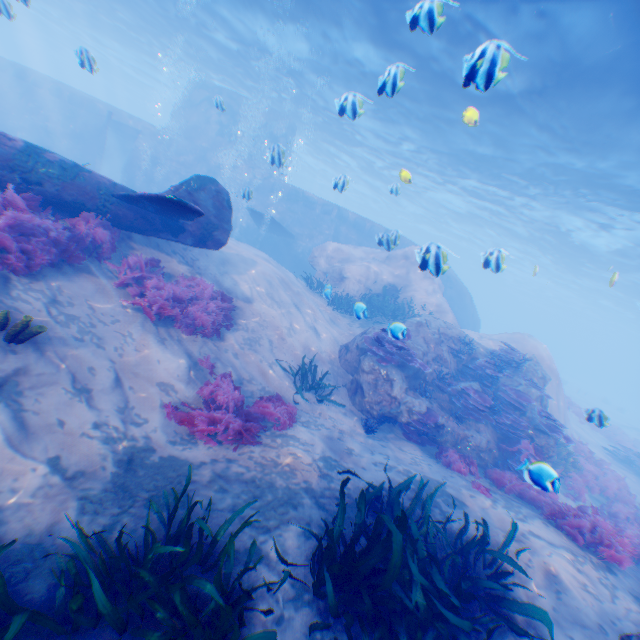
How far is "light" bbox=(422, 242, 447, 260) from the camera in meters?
6.0 m

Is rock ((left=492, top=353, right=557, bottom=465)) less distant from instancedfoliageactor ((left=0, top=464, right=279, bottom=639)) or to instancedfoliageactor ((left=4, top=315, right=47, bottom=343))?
instancedfoliageactor ((left=0, top=464, right=279, bottom=639))

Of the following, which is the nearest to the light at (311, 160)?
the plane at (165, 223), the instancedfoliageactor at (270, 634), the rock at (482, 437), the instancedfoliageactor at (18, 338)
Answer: the rock at (482, 437)

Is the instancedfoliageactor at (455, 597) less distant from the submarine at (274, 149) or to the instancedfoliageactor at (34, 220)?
the submarine at (274, 149)

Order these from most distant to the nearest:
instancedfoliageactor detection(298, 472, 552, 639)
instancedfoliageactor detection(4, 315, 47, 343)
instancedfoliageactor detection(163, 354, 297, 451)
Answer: instancedfoliageactor detection(163, 354, 297, 451) < instancedfoliageactor detection(4, 315, 47, 343) < instancedfoliageactor detection(298, 472, 552, 639)

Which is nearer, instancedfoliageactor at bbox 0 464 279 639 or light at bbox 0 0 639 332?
instancedfoliageactor at bbox 0 464 279 639

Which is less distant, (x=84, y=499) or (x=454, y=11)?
(x=84, y=499)

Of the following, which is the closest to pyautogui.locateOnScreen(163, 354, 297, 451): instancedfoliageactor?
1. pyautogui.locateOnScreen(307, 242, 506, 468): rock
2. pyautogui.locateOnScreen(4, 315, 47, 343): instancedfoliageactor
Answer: pyautogui.locateOnScreen(4, 315, 47, 343): instancedfoliageactor
